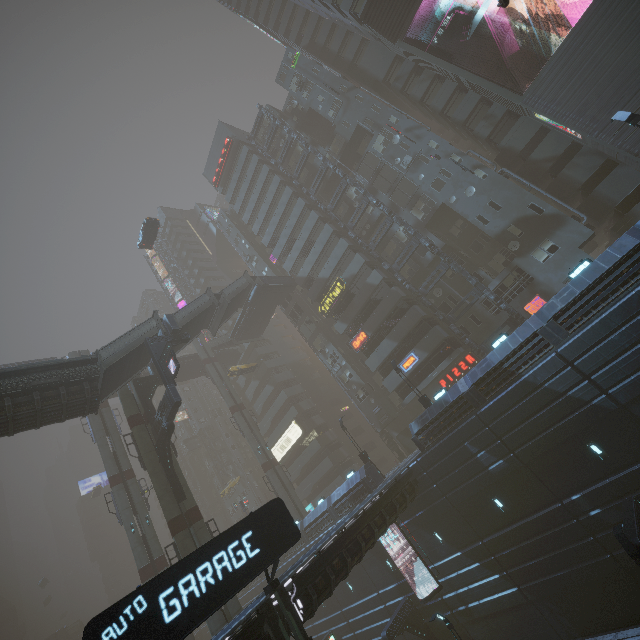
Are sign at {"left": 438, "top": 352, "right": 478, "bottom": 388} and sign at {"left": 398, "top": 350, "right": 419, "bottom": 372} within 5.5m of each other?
yes

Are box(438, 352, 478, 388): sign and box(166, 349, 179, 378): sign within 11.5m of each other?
no

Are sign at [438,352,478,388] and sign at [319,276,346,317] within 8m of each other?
no

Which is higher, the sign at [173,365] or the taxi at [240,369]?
the taxi at [240,369]

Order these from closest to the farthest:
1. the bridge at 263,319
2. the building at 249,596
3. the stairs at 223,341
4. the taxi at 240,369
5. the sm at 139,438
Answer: the sm at 139,438
the building at 249,596
the bridge at 263,319
the taxi at 240,369
the stairs at 223,341

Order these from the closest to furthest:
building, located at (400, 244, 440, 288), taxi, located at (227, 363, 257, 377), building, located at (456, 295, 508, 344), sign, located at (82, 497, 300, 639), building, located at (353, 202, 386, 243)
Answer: sign, located at (82, 497, 300, 639), building, located at (456, 295, 508, 344), building, located at (400, 244, 440, 288), building, located at (353, 202, 386, 243), taxi, located at (227, 363, 257, 377)

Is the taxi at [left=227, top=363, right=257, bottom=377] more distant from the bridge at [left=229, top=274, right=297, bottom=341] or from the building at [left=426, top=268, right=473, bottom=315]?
the bridge at [left=229, top=274, right=297, bottom=341]

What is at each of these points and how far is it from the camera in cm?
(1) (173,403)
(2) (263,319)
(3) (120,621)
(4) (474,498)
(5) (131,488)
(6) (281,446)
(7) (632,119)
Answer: (1) building structure, 2316
(2) bridge, 4709
(3) sign, 992
(4) building, 2106
(5) sm, 3225
(6) sign, 5134
(7) street light, 1662
